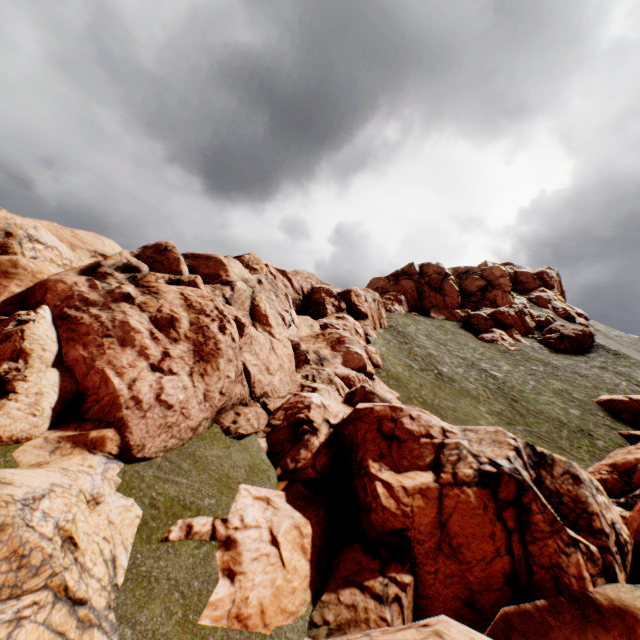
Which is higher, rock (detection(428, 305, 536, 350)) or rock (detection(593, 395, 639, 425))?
rock (detection(428, 305, 536, 350))

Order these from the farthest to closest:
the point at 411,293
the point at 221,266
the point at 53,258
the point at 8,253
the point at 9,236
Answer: the point at 411,293 < the point at 53,258 < the point at 9,236 < the point at 8,253 < the point at 221,266

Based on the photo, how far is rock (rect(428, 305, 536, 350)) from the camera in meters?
52.6 m

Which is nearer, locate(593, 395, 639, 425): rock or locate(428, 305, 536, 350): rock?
locate(593, 395, 639, 425): rock

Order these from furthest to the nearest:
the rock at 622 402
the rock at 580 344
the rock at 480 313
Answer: the rock at 480 313, the rock at 580 344, the rock at 622 402

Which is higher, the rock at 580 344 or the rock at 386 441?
the rock at 580 344

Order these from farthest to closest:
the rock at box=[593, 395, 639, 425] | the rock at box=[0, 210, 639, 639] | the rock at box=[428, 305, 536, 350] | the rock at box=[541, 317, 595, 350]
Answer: the rock at box=[428, 305, 536, 350], the rock at box=[541, 317, 595, 350], the rock at box=[593, 395, 639, 425], the rock at box=[0, 210, 639, 639]
